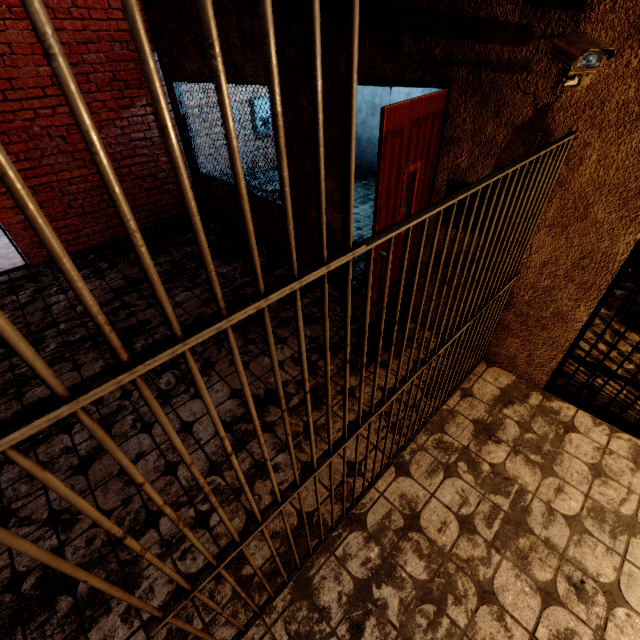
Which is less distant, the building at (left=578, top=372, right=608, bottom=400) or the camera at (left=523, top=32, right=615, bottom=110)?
the camera at (left=523, top=32, right=615, bottom=110)

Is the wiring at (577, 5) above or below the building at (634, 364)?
above

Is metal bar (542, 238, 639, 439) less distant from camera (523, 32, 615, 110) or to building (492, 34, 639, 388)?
building (492, 34, 639, 388)

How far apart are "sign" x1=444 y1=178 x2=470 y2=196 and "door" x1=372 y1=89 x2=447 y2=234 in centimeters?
15cm

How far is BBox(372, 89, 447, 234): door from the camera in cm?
189

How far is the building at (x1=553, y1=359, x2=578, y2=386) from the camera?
2.96m

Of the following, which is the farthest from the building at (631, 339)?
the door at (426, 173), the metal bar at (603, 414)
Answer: the door at (426, 173)

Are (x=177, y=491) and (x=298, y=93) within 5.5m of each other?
yes
